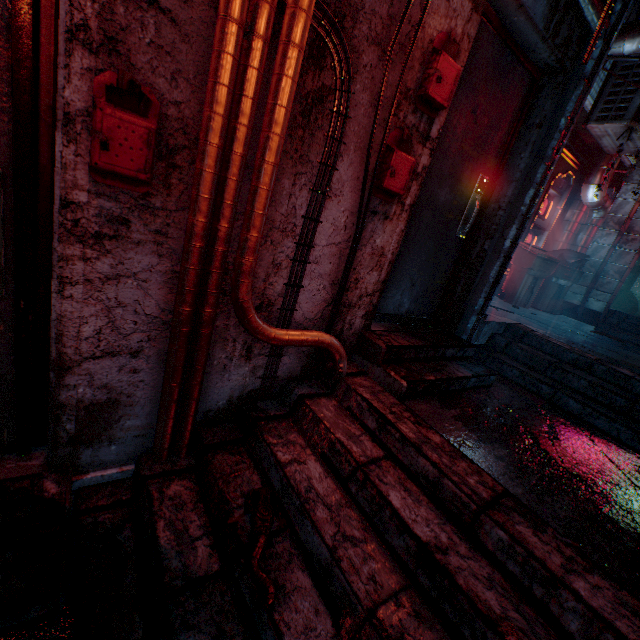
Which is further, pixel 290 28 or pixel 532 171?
pixel 532 171

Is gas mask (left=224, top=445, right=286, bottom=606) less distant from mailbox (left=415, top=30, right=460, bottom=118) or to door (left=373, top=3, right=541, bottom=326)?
door (left=373, top=3, right=541, bottom=326)

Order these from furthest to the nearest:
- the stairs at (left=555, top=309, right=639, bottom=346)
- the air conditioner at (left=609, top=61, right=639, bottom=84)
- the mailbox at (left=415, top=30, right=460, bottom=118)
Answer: the stairs at (left=555, top=309, right=639, bottom=346) → the air conditioner at (left=609, top=61, right=639, bottom=84) → the mailbox at (left=415, top=30, right=460, bottom=118)

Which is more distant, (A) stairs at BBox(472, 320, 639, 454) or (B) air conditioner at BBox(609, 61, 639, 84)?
(B) air conditioner at BBox(609, 61, 639, 84)

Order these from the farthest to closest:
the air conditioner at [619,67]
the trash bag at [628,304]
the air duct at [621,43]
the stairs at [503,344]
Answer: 1. the trash bag at [628,304]
2. the air conditioner at [619,67]
3. the air duct at [621,43]
4. the stairs at [503,344]

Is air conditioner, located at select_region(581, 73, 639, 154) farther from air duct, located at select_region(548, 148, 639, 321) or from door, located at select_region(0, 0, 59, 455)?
door, located at select_region(0, 0, 59, 455)

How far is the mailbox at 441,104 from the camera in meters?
1.7

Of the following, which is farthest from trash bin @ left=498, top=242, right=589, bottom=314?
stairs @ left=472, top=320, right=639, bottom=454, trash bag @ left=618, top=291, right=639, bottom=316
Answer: trash bag @ left=618, top=291, right=639, bottom=316
